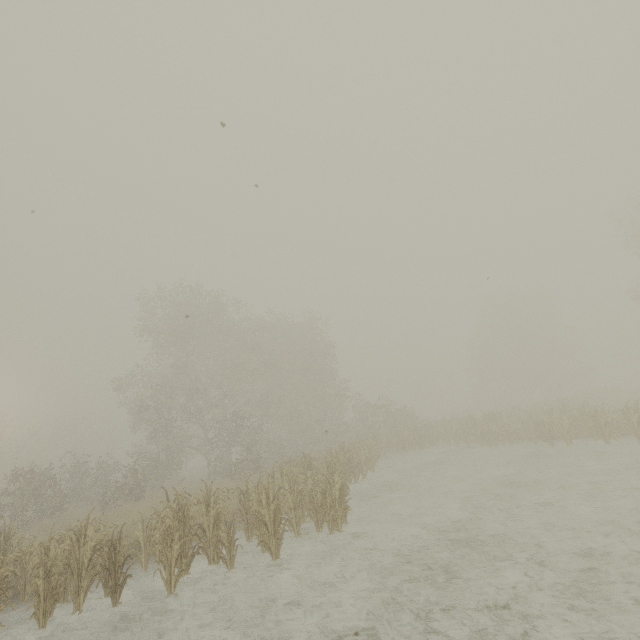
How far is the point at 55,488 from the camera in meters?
19.4
